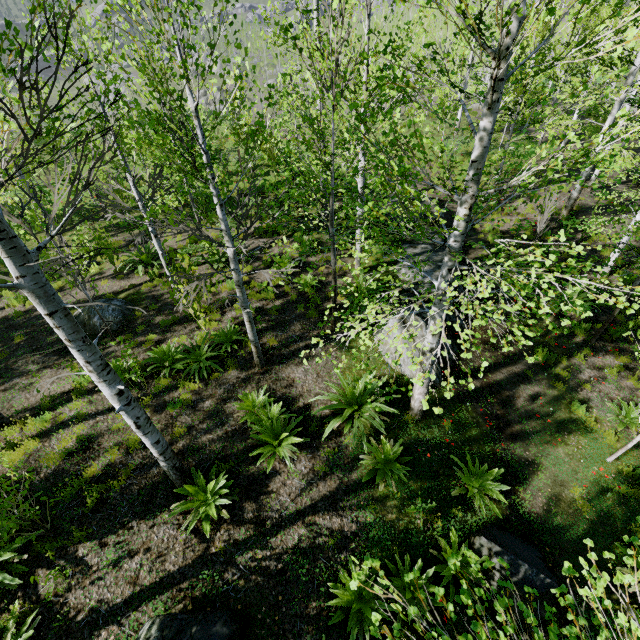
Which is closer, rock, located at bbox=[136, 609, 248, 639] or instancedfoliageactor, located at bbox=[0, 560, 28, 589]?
rock, located at bbox=[136, 609, 248, 639]

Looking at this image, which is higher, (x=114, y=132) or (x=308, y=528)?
(x=114, y=132)

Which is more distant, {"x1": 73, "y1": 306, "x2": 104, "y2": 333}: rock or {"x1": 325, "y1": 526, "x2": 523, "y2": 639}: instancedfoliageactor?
{"x1": 73, "y1": 306, "x2": 104, "y2": 333}: rock

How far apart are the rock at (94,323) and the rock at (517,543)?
10.4 meters

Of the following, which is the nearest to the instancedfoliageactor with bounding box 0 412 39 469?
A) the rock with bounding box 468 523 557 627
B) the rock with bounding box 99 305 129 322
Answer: the rock with bounding box 468 523 557 627

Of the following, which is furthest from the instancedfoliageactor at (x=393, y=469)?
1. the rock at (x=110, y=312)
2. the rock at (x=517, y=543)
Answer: the rock at (x=110, y=312)

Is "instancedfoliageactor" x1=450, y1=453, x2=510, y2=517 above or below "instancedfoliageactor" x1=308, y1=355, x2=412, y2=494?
below

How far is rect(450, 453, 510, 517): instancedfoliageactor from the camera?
6.0m
